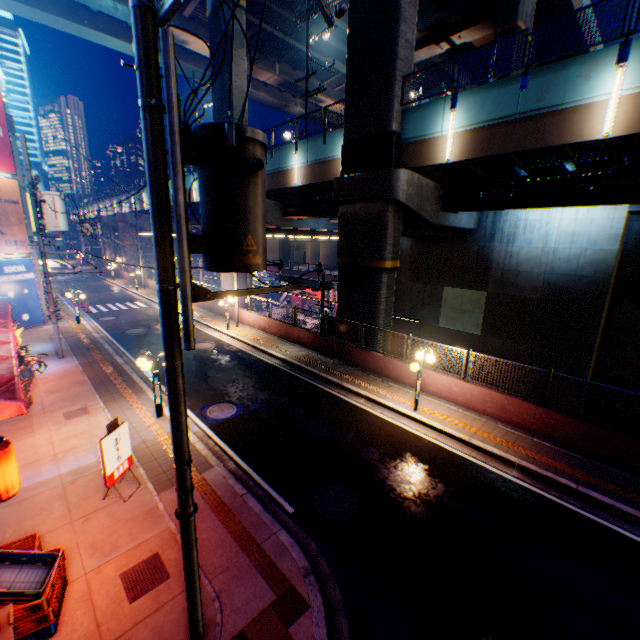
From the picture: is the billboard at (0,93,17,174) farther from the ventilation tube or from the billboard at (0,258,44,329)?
the ventilation tube

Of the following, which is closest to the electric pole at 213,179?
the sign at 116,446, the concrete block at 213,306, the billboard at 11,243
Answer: the sign at 116,446

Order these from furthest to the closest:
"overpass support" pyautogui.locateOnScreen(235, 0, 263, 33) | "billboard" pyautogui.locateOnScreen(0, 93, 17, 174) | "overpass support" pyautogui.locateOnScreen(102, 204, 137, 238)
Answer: "overpass support" pyautogui.locateOnScreen(102, 204, 137, 238) < "overpass support" pyautogui.locateOnScreen(235, 0, 263, 33) < "billboard" pyautogui.locateOnScreen(0, 93, 17, 174)

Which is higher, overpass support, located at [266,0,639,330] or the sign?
overpass support, located at [266,0,639,330]

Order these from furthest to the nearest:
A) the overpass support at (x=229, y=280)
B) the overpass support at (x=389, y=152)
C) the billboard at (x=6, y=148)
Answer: the overpass support at (x=229, y=280), the billboard at (x=6, y=148), the overpass support at (x=389, y=152)

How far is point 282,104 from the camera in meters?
41.7 m

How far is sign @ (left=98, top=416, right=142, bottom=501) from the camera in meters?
7.1 m

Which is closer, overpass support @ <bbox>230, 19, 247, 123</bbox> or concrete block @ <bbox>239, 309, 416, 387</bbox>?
concrete block @ <bbox>239, 309, 416, 387</bbox>
